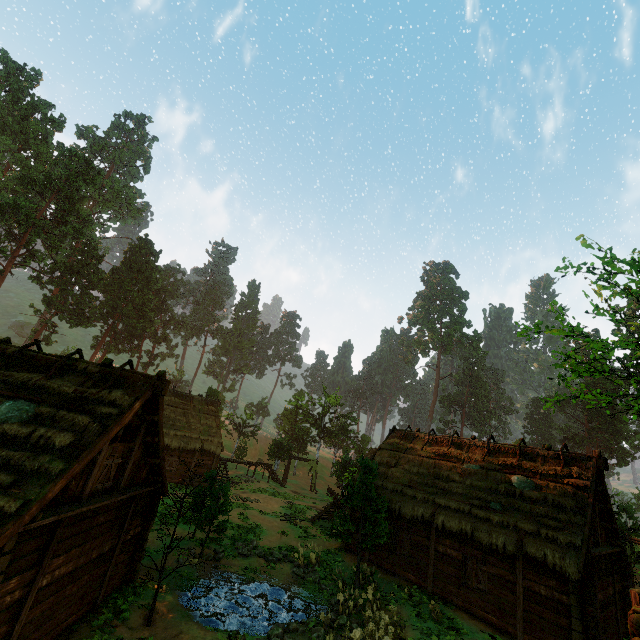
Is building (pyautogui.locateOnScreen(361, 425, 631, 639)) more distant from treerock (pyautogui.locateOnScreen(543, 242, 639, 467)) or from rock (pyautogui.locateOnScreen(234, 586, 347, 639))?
rock (pyautogui.locateOnScreen(234, 586, 347, 639))

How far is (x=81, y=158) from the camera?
45.7m

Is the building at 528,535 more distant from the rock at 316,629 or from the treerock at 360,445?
the rock at 316,629

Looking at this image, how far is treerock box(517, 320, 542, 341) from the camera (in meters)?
13.16

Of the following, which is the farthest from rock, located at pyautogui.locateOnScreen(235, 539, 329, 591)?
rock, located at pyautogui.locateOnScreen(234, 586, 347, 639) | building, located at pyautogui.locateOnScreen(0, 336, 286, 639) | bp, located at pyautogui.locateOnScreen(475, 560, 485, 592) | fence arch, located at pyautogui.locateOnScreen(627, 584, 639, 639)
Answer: fence arch, located at pyautogui.locateOnScreen(627, 584, 639, 639)

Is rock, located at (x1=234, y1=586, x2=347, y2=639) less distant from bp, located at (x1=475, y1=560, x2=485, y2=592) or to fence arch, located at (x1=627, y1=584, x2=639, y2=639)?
bp, located at (x1=475, y1=560, x2=485, y2=592)

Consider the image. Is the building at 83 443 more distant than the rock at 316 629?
No

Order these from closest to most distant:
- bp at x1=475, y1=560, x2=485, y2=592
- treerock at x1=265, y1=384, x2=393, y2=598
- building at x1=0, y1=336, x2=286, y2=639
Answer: building at x1=0, y1=336, x2=286, y2=639 → bp at x1=475, y1=560, x2=485, y2=592 → treerock at x1=265, y1=384, x2=393, y2=598
